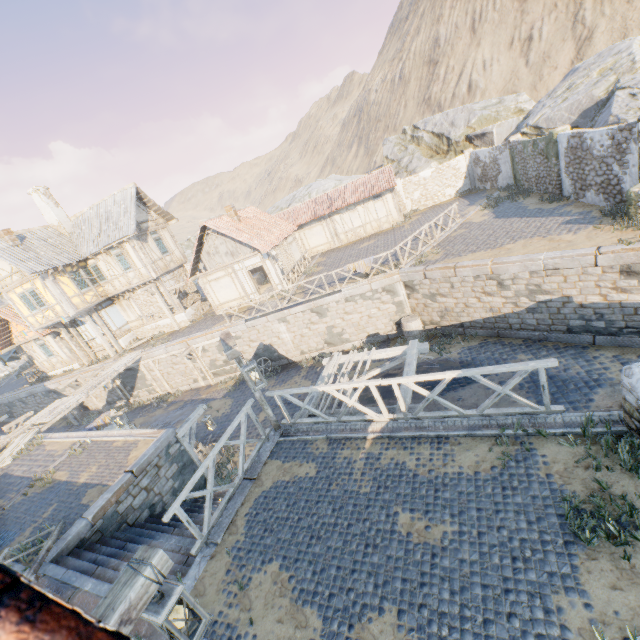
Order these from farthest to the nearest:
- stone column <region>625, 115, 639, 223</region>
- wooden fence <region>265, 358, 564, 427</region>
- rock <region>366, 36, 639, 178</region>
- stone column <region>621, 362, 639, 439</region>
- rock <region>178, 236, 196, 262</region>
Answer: rock <region>178, 236, 196, 262</region> < rock <region>366, 36, 639, 178</region> < stone column <region>625, 115, 639, 223</region> < wooden fence <region>265, 358, 564, 427</region> < stone column <region>621, 362, 639, 439</region>

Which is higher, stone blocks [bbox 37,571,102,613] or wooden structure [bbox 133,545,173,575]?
wooden structure [bbox 133,545,173,575]

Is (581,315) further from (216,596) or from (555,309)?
(216,596)

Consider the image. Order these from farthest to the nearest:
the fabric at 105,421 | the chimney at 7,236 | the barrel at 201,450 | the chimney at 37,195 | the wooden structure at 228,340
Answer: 1. the chimney at 37,195
2. the chimney at 7,236
3. the fabric at 105,421
4. the barrel at 201,450
5. the wooden structure at 228,340

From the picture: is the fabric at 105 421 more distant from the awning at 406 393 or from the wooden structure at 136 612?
the wooden structure at 136 612

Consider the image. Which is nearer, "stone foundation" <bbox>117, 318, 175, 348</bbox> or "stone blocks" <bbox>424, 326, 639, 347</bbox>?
"stone blocks" <bbox>424, 326, 639, 347</bbox>

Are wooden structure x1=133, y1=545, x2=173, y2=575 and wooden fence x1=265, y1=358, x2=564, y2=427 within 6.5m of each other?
yes

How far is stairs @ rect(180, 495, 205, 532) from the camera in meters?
8.8
